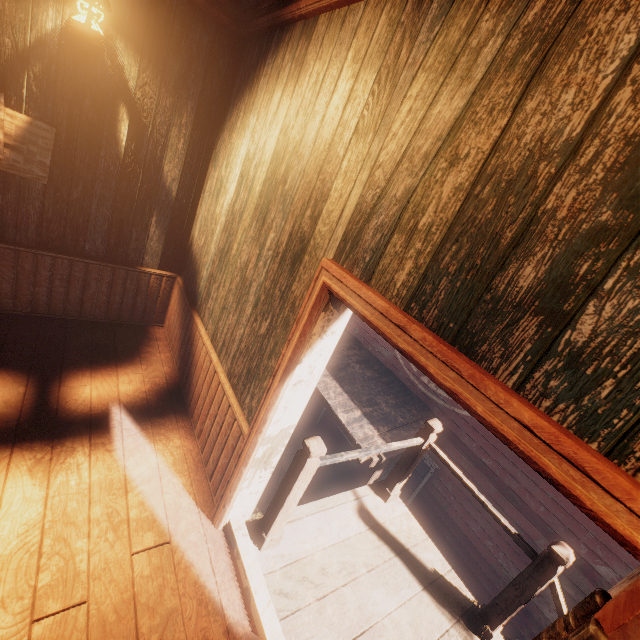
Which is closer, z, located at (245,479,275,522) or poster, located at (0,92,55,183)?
poster, located at (0,92,55,183)

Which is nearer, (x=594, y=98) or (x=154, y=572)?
(x=594, y=98)

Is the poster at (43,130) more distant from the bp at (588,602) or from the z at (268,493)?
the z at (268,493)

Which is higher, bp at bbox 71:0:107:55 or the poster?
bp at bbox 71:0:107:55

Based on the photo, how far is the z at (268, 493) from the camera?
8.03m

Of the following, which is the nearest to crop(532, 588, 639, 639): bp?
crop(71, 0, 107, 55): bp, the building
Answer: the building

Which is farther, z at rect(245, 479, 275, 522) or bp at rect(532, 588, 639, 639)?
z at rect(245, 479, 275, 522)

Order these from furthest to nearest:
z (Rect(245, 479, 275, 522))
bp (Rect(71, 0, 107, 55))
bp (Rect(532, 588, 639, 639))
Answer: z (Rect(245, 479, 275, 522)) < bp (Rect(71, 0, 107, 55)) < bp (Rect(532, 588, 639, 639))
